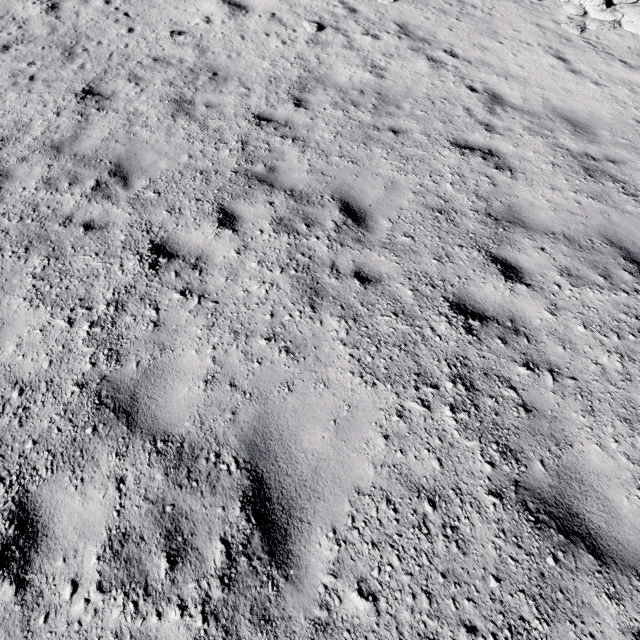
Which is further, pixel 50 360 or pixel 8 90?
pixel 8 90
